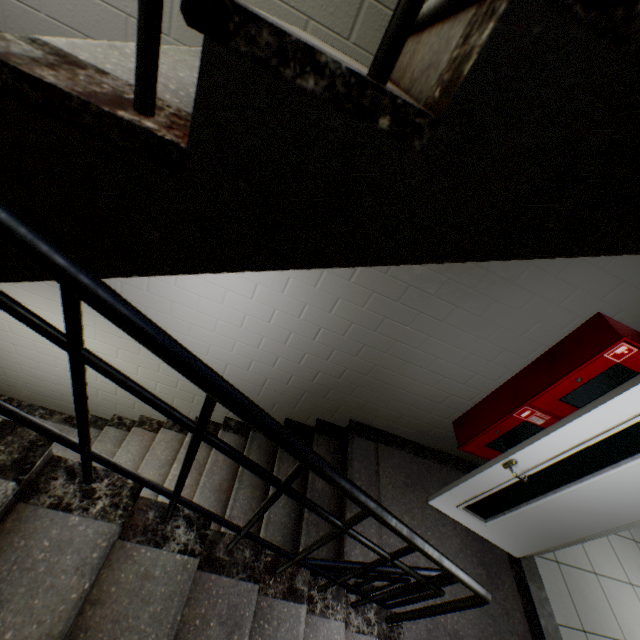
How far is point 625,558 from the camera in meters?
3.6

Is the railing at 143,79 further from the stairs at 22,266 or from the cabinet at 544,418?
the cabinet at 544,418

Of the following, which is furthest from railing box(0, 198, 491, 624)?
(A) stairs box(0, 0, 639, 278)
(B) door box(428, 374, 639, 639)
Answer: (B) door box(428, 374, 639, 639)

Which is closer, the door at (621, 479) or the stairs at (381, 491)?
the stairs at (381, 491)

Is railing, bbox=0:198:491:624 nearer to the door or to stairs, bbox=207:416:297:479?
stairs, bbox=207:416:297:479

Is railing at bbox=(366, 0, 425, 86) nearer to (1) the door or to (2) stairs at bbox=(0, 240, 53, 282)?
(2) stairs at bbox=(0, 240, 53, 282)

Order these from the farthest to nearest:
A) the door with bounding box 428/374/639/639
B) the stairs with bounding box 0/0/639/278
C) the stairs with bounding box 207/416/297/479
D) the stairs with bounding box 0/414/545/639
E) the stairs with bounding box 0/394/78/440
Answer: the stairs with bounding box 0/394/78/440, the stairs with bounding box 207/416/297/479, the door with bounding box 428/374/639/639, the stairs with bounding box 0/414/545/639, the stairs with bounding box 0/0/639/278
